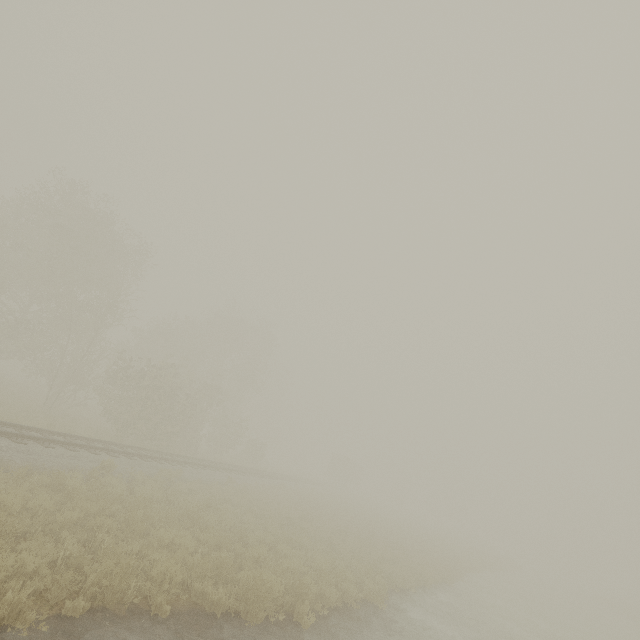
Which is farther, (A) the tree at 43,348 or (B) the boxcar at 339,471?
(B) the boxcar at 339,471

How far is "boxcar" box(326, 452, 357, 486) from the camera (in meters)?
53.19

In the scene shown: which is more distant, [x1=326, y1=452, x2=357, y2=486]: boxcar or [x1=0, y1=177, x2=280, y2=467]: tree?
[x1=326, y1=452, x2=357, y2=486]: boxcar

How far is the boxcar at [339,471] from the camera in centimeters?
5319cm

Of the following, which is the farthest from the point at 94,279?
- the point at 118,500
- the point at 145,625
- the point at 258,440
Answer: the point at 145,625
